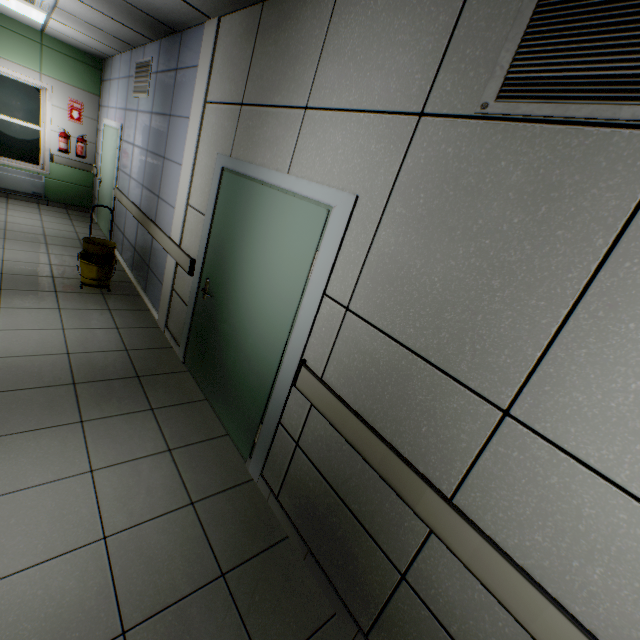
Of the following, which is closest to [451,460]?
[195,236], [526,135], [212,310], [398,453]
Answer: [398,453]

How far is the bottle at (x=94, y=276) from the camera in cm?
425

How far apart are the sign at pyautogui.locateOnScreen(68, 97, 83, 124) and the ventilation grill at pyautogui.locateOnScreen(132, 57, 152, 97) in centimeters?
310cm

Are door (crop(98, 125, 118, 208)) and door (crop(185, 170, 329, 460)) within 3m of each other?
no

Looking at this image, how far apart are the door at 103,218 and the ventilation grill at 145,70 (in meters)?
0.95

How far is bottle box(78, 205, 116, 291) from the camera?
4.25m

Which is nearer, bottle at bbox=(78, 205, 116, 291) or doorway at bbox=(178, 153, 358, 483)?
doorway at bbox=(178, 153, 358, 483)

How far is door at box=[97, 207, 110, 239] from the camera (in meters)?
6.41
